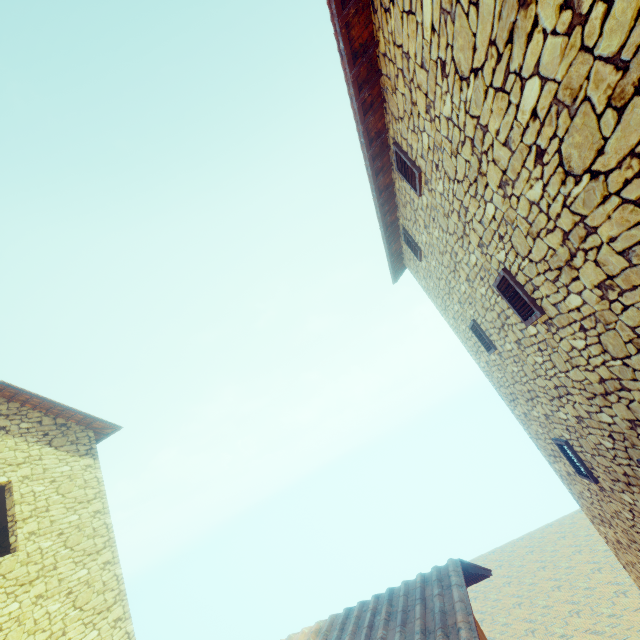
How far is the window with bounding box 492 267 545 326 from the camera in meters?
3.8

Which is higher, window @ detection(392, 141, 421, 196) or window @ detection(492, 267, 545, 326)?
window @ detection(392, 141, 421, 196)

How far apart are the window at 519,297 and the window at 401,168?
1.8 meters

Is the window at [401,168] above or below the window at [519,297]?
above

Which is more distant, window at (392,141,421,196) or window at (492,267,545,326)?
window at (392,141,421,196)

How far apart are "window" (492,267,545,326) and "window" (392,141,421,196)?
1.8 meters

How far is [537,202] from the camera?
2.76m

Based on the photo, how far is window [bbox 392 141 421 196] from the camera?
4.7m
